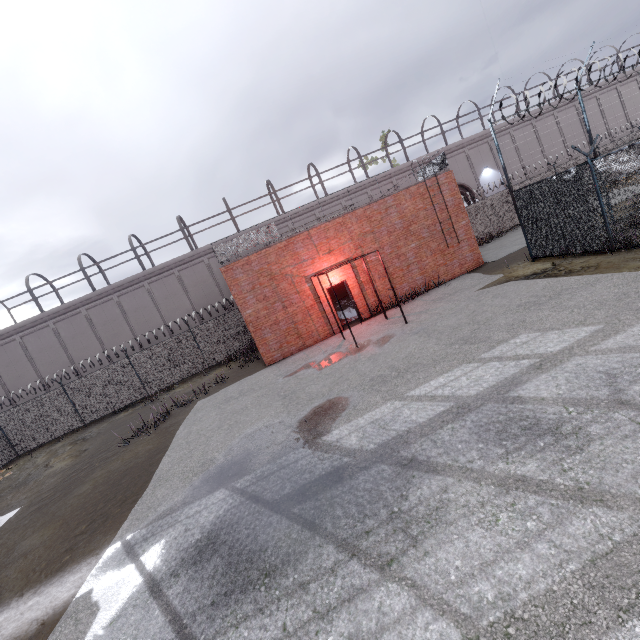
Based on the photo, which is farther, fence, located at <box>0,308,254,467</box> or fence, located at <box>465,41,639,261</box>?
fence, located at <box>0,308,254,467</box>

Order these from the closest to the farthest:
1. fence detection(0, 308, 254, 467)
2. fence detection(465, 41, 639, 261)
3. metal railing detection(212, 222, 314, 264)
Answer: fence detection(465, 41, 639, 261), metal railing detection(212, 222, 314, 264), fence detection(0, 308, 254, 467)

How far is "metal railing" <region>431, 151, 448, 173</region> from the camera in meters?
15.8

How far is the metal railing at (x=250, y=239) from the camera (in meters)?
14.21

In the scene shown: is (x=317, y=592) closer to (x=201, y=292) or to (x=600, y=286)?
(x=600, y=286)

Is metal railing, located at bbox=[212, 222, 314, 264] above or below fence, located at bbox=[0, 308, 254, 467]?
above
